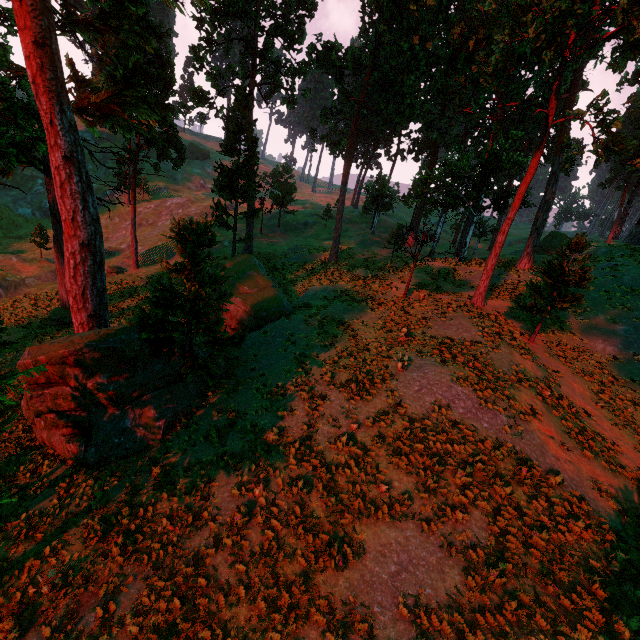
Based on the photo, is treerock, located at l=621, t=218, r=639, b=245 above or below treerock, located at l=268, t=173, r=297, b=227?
above

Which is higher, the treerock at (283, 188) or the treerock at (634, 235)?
the treerock at (634, 235)

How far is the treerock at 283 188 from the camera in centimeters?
4528cm

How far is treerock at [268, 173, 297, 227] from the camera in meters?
45.3

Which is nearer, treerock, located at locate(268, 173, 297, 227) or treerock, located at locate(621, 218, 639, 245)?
treerock, located at locate(621, 218, 639, 245)

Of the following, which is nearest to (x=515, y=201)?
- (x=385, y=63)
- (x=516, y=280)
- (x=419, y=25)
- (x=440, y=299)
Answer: (x=440, y=299)
